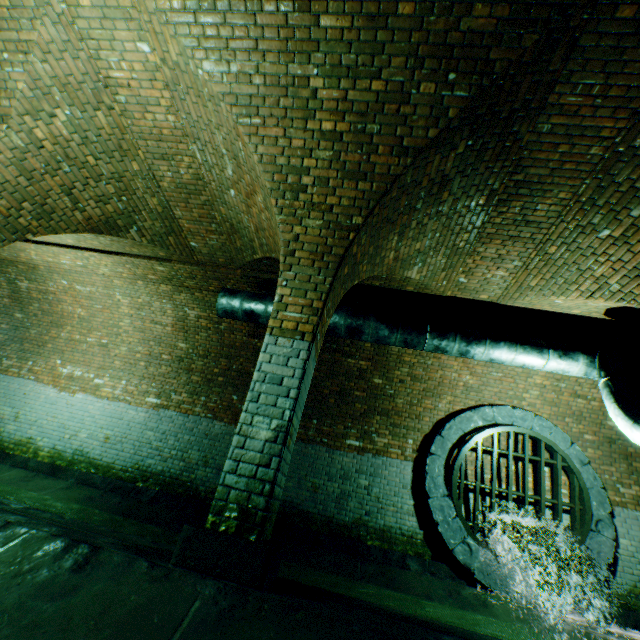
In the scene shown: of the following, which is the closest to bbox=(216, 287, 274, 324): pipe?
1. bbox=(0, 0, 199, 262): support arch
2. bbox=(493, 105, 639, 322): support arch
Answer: bbox=(493, 105, 639, 322): support arch

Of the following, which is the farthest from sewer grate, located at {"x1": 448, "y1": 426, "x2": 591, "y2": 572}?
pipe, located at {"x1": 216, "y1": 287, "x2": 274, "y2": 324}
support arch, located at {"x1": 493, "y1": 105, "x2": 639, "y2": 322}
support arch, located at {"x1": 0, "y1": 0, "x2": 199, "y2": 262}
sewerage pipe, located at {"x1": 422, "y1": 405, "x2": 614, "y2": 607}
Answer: support arch, located at {"x1": 0, "y1": 0, "x2": 199, "y2": 262}

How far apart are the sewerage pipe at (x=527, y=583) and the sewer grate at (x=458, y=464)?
0.0m

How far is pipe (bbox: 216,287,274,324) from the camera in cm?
613

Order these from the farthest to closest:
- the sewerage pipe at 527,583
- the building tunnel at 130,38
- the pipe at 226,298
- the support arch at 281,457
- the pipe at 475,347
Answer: the pipe at 226,298
the sewerage pipe at 527,583
the pipe at 475,347
the support arch at 281,457
the building tunnel at 130,38

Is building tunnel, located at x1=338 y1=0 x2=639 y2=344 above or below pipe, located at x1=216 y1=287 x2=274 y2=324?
above

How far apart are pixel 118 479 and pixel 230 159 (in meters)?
7.09

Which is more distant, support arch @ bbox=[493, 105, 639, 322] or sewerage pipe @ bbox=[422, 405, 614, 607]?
sewerage pipe @ bbox=[422, 405, 614, 607]
